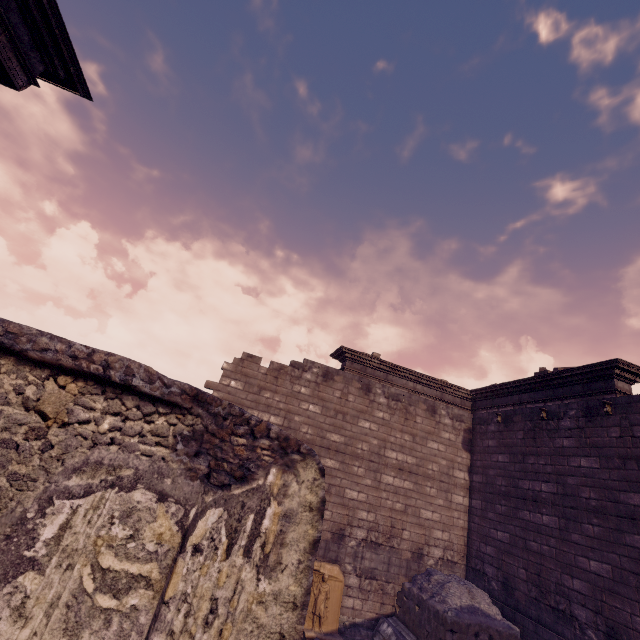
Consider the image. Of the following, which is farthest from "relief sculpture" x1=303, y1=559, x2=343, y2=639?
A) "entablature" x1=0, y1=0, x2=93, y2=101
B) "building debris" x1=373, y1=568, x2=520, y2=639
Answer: "entablature" x1=0, y1=0, x2=93, y2=101

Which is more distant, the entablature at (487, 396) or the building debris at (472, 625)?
the entablature at (487, 396)

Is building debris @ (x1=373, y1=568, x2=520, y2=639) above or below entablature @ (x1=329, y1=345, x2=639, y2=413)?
below

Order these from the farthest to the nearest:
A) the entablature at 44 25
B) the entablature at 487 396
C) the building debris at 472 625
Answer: the entablature at 487 396
the building debris at 472 625
the entablature at 44 25

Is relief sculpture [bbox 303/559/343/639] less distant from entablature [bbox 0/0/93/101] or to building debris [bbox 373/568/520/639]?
building debris [bbox 373/568/520/639]

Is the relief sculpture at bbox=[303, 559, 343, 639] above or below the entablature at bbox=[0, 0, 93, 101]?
below

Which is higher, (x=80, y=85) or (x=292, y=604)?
(x=80, y=85)

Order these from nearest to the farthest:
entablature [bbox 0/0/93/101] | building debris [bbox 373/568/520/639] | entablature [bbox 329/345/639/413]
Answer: entablature [bbox 0/0/93/101] → building debris [bbox 373/568/520/639] → entablature [bbox 329/345/639/413]
